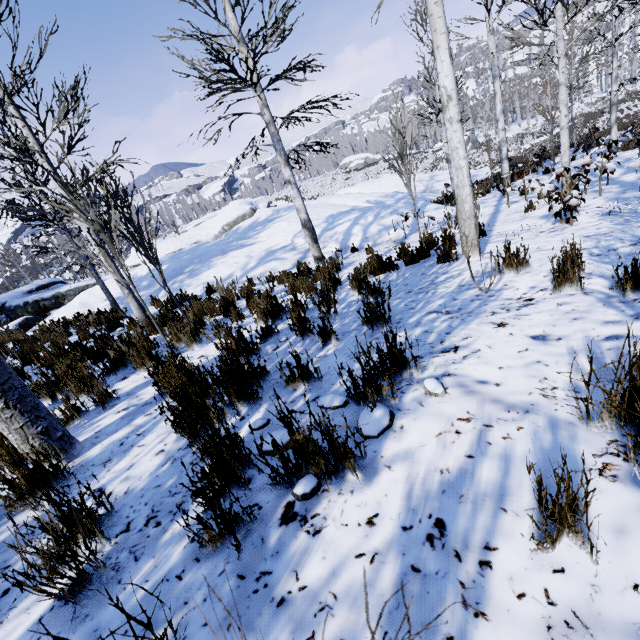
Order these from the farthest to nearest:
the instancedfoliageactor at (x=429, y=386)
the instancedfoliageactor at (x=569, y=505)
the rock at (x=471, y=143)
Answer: the rock at (x=471, y=143), the instancedfoliageactor at (x=429, y=386), the instancedfoliageactor at (x=569, y=505)

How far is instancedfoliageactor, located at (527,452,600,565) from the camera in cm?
94

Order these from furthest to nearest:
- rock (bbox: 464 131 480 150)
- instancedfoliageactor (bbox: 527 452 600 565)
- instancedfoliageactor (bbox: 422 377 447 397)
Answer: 1. rock (bbox: 464 131 480 150)
2. instancedfoliageactor (bbox: 422 377 447 397)
3. instancedfoliageactor (bbox: 527 452 600 565)

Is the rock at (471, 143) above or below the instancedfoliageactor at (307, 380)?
below

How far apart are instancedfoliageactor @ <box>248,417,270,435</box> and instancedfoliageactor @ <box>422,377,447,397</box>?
0.2m

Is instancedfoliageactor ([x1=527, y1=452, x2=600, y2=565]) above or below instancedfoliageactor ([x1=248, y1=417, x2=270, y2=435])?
above

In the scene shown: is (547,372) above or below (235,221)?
below
